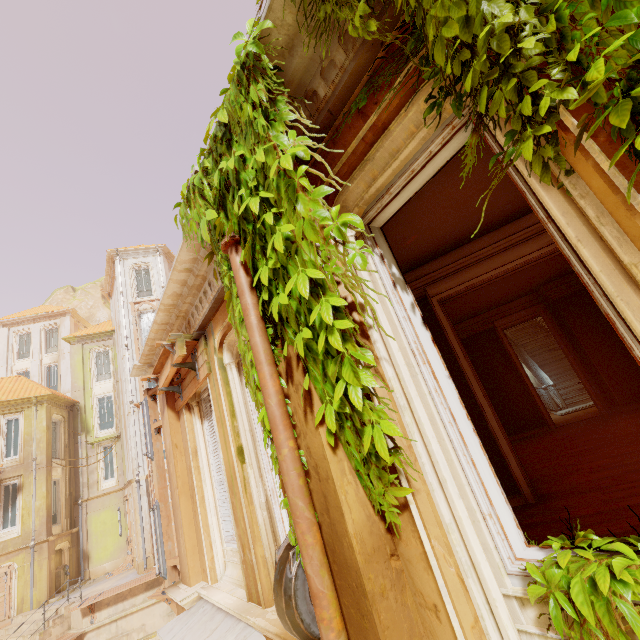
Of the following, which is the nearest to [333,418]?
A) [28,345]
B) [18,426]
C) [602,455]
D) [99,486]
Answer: [602,455]

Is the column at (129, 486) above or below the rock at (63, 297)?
below

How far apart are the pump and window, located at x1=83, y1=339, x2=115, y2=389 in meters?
11.1

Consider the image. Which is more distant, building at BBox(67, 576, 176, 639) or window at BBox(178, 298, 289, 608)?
building at BBox(67, 576, 176, 639)

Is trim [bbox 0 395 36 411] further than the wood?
Yes

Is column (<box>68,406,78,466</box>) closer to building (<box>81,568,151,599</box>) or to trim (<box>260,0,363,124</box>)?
building (<box>81,568,151,599</box>)

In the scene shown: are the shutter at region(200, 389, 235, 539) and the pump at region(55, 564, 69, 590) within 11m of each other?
no

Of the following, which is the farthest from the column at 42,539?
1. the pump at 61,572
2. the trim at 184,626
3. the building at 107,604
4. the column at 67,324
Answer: the trim at 184,626
